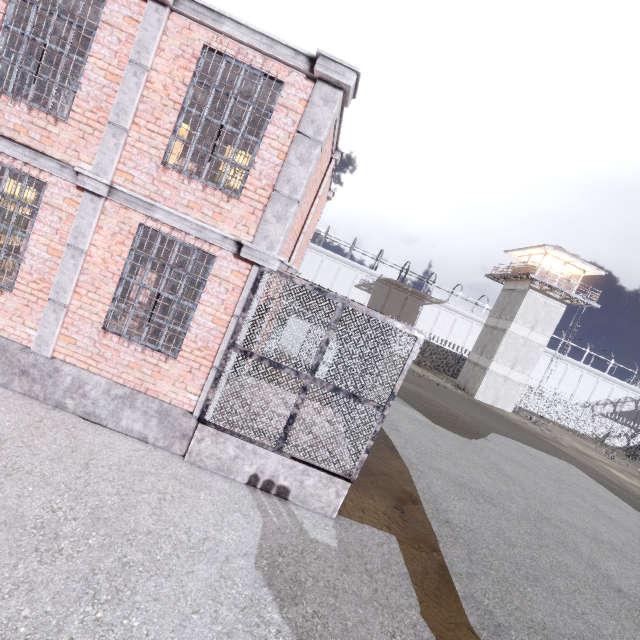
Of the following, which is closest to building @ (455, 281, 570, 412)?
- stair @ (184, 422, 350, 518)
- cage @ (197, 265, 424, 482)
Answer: cage @ (197, 265, 424, 482)

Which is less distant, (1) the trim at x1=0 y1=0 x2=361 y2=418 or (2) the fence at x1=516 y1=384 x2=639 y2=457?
(1) the trim at x1=0 y1=0 x2=361 y2=418

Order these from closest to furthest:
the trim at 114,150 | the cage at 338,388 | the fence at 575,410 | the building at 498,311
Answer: the trim at 114,150 < the cage at 338,388 < the building at 498,311 < the fence at 575,410

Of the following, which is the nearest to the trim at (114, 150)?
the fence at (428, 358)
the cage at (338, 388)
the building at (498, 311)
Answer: the cage at (338, 388)

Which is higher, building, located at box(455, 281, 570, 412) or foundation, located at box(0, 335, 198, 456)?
Result: building, located at box(455, 281, 570, 412)

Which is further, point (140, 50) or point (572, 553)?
point (572, 553)

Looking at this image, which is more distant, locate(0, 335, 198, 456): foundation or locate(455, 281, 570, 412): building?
locate(455, 281, 570, 412): building

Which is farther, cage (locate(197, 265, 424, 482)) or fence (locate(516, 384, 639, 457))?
fence (locate(516, 384, 639, 457))
